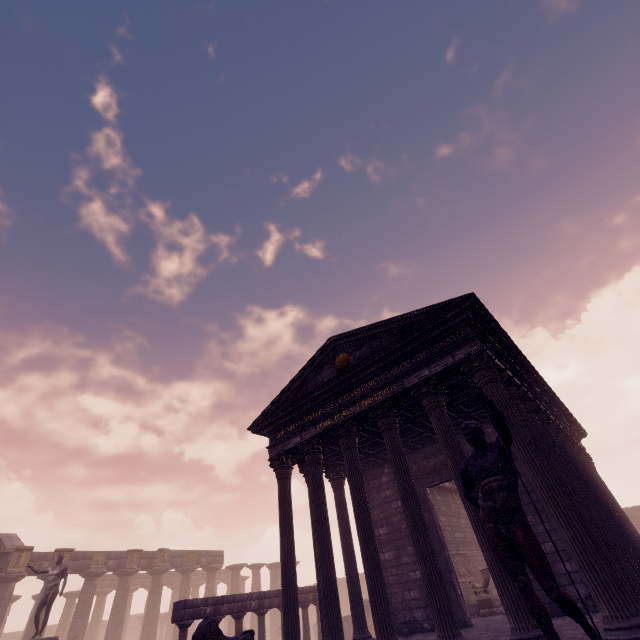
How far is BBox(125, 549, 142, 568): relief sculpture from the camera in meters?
22.6 m

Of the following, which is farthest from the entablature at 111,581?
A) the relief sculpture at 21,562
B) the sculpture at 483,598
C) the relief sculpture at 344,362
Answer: the relief sculpture at 344,362

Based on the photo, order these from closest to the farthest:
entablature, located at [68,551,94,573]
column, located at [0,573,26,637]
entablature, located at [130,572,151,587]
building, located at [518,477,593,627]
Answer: building, located at [518,477,593,627] → column, located at [0,573,26,637] → entablature, located at [68,551,94,573] → entablature, located at [130,572,151,587]

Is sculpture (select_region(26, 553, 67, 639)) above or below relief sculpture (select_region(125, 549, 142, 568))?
below

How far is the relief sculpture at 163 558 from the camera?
24.05m

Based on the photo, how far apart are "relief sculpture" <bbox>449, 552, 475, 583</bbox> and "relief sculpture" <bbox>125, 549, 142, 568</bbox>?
21.77m

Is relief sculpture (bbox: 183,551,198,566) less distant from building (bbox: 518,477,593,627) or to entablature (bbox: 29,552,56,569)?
entablature (bbox: 29,552,56,569)

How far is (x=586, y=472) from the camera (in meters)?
11.91
